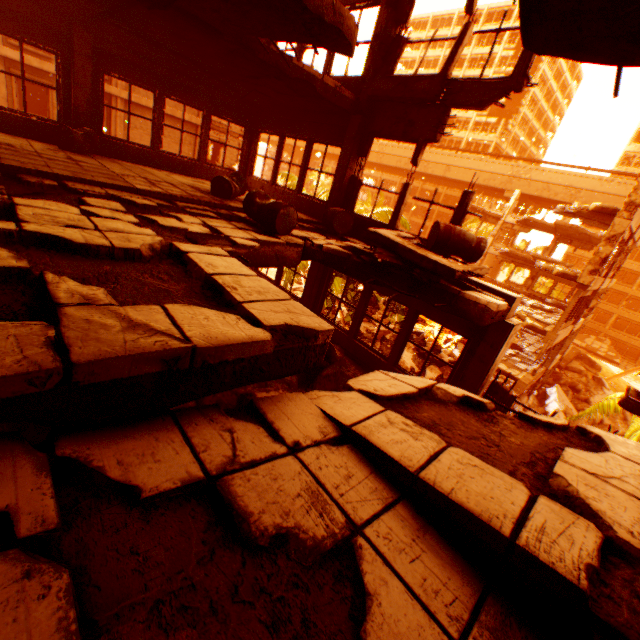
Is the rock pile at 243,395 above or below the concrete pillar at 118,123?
below

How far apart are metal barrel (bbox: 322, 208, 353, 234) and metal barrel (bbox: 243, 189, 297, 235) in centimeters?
183cm

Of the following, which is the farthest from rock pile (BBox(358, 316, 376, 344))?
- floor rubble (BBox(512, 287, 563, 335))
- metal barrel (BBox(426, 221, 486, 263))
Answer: metal barrel (BBox(426, 221, 486, 263))

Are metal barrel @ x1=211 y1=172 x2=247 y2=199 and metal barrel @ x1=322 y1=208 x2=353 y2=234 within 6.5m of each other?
yes

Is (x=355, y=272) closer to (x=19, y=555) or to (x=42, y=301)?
(x=42, y=301)

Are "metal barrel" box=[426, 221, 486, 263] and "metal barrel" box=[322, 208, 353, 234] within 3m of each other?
yes

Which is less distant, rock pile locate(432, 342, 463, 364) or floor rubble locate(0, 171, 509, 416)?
floor rubble locate(0, 171, 509, 416)

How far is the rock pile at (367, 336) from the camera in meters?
24.0 m
